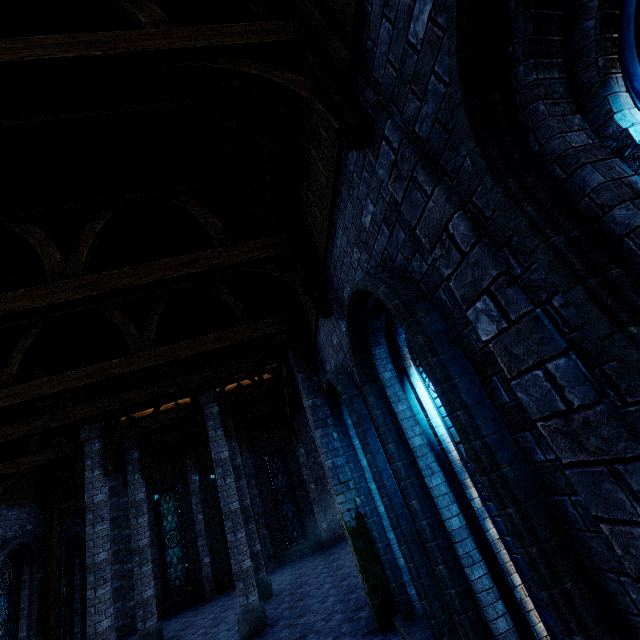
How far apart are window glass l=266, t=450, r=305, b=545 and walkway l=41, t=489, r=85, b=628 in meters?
8.2 m

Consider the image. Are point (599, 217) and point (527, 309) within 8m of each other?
yes

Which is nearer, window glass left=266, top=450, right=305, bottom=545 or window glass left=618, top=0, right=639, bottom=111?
window glass left=618, top=0, right=639, bottom=111

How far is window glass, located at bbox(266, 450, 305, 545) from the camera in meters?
17.1

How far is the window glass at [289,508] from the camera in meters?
17.1

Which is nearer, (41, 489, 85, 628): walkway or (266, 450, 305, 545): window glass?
(41, 489, 85, 628): walkway

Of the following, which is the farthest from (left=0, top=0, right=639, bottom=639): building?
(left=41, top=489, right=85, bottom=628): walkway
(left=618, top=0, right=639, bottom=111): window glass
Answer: (left=618, top=0, right=639, bottom=111): window glass

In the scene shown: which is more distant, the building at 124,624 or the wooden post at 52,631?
the building at 124,624
